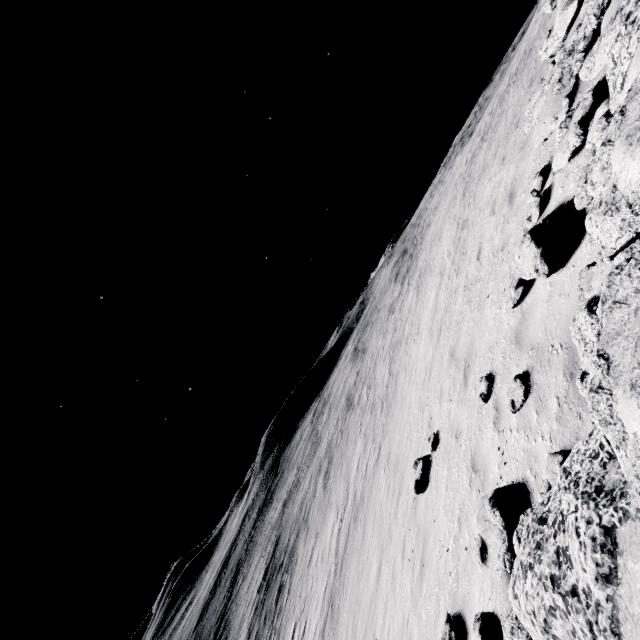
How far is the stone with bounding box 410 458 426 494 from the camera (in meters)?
8.30

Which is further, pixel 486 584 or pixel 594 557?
pixel 486 584

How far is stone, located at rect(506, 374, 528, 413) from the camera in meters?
4.2

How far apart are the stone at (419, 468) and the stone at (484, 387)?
3.39m

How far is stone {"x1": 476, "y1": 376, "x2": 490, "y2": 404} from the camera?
5.5m

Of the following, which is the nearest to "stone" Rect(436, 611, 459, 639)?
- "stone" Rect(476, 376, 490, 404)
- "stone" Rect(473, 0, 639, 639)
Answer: "stone" Rect(473, 0, 639, 639)

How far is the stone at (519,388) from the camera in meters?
4.2
